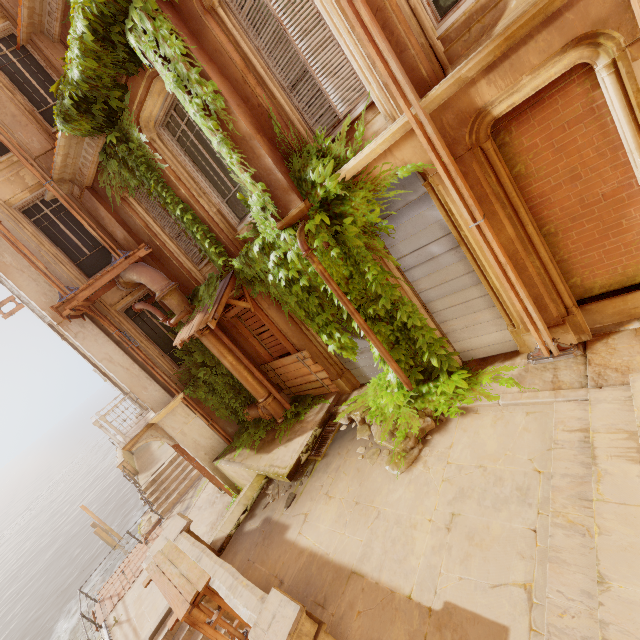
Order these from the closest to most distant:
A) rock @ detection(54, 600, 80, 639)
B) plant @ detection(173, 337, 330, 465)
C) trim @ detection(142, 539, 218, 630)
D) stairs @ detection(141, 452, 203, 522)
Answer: trim @ detection(142, 539, 218, 630)
plant @ detection(173, 337, 330, 465)
stairs @ detection(141, 452, 203, 522)
rock @ detection(54, 600, 80, 639)

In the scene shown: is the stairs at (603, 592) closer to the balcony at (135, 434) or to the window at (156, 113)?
the window at (156, 113)

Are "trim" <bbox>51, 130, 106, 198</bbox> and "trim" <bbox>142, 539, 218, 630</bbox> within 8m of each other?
no

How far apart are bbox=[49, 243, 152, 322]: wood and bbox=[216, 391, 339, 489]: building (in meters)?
5.91

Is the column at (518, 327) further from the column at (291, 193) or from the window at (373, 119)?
the column at (291, 193)

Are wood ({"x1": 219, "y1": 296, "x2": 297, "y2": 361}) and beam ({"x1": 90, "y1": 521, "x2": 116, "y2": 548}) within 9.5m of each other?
no

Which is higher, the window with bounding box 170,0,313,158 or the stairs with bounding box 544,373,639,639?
the window with bounding box 170,0,313,158

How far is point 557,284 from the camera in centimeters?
514cm
